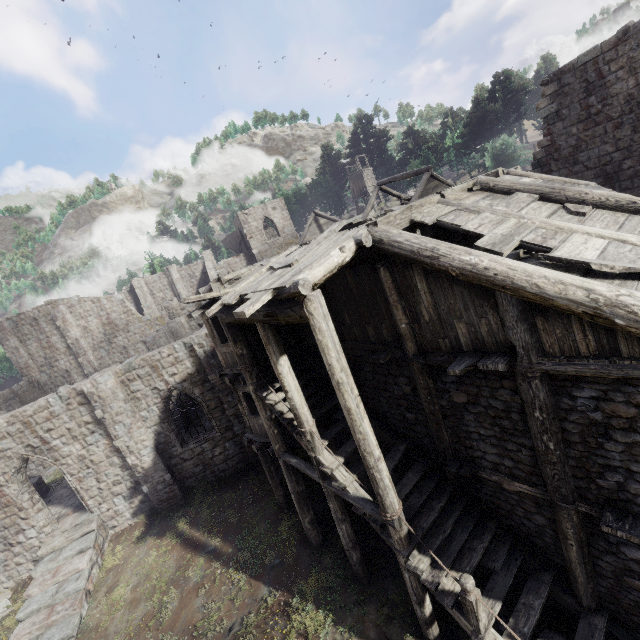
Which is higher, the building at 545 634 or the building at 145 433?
the building at 145 433

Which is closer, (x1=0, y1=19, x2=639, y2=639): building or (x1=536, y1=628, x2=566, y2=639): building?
(x1=0, y1=19, x2=639, y2=639): building

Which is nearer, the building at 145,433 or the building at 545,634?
the building at 145,433

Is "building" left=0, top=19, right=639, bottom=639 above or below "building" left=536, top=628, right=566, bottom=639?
above

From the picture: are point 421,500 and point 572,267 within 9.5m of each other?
yes
